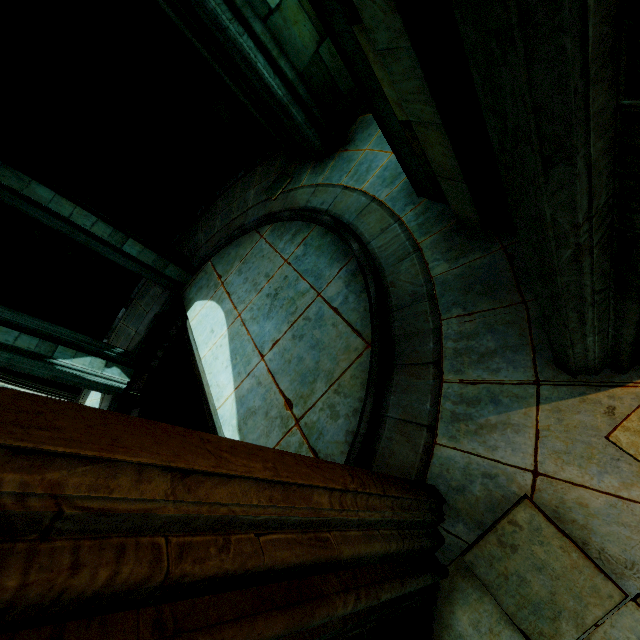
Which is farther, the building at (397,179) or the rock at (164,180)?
the rock at (164,180)

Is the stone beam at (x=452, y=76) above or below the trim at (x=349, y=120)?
above

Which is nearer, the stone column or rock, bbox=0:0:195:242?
rock, bbox=0:0:195:242

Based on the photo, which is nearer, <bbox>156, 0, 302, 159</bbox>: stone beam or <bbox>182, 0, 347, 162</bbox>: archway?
<bbox>182, 0, 347, 162</bbox>: archway

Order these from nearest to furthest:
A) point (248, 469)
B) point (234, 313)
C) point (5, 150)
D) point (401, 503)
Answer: point (248, 469), point (401, 503), point (5, 150), point (234, 313)

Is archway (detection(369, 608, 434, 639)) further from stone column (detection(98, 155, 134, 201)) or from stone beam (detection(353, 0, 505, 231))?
stone column (detection(98, 155, 134, 201))

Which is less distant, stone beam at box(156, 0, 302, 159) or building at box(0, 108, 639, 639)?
building at box(0, 108, 639, 639)

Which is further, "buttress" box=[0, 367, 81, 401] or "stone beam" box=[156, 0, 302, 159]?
"buttress" box=[0, 367, 81, 401]
